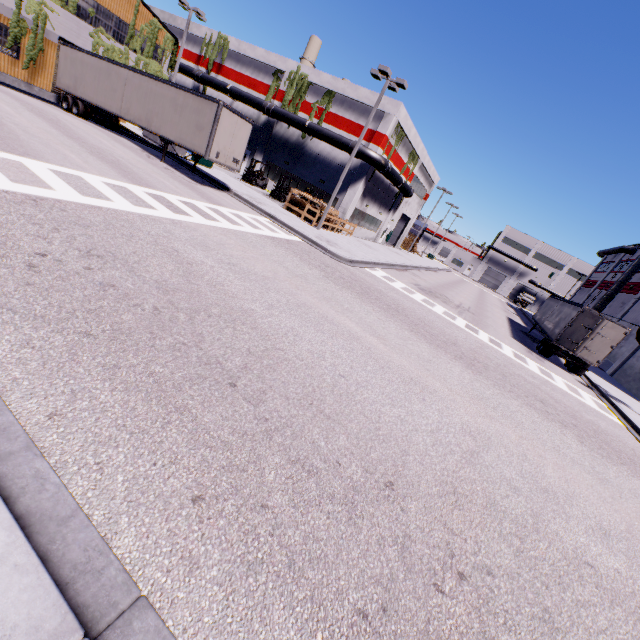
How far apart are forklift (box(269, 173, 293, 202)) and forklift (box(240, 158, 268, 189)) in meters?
2.4 m

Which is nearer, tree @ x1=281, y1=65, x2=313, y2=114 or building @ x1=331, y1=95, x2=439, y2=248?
building @ x1=331, y1=95, x2=439, y2=248

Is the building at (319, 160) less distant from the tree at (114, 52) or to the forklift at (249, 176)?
the tree at (114, 52)

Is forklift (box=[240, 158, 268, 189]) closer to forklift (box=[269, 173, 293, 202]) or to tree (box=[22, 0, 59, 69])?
forklift (box=[269, 173, 293, 202])

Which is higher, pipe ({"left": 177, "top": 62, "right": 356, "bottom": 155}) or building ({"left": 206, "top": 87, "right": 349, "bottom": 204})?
pipe ({"left": 177, "top": 62, "right": 356, "bottom": 155})

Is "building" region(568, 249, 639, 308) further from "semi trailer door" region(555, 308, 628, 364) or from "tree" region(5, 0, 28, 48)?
"semi trailer door" region(555, 308, 628, 364)

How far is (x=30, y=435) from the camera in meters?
2.8

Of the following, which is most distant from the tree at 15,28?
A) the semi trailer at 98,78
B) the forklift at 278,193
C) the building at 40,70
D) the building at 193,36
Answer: the forklift at 278,193
